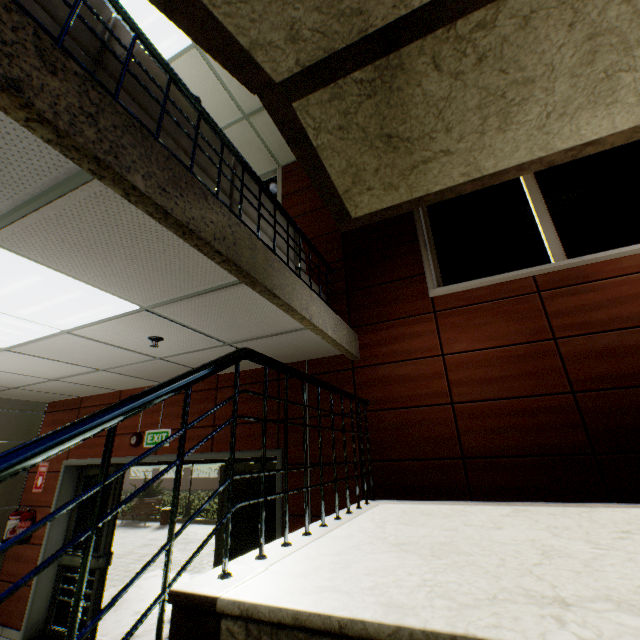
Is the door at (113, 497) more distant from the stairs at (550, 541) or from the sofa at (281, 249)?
the sofa at (281, 249)

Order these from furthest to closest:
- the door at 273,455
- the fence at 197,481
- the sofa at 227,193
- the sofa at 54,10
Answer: the fence at 197,481
the door at 273,455
the sofa at 227,193
the sofa at 54,10

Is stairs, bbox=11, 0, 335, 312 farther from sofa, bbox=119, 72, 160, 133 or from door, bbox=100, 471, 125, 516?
door, bbox=100, 471, 125, 516

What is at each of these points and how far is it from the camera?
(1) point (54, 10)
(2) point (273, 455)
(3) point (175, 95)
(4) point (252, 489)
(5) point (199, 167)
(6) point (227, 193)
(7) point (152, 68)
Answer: (1) sofa, 1.50m
(2) door, 3.76m
(3) sofa, 2.18m
(4) door, 4.03m
(5) sofa, 2.29m
(6) sofa, 2.54m
(7) sofa, 2.02m

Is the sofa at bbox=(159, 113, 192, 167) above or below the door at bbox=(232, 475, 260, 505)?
above

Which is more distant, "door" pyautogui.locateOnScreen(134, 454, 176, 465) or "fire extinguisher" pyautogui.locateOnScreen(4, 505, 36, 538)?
"fire extinguisher" pyautogui.locateOnScreen(4, 505, 36, 538)
